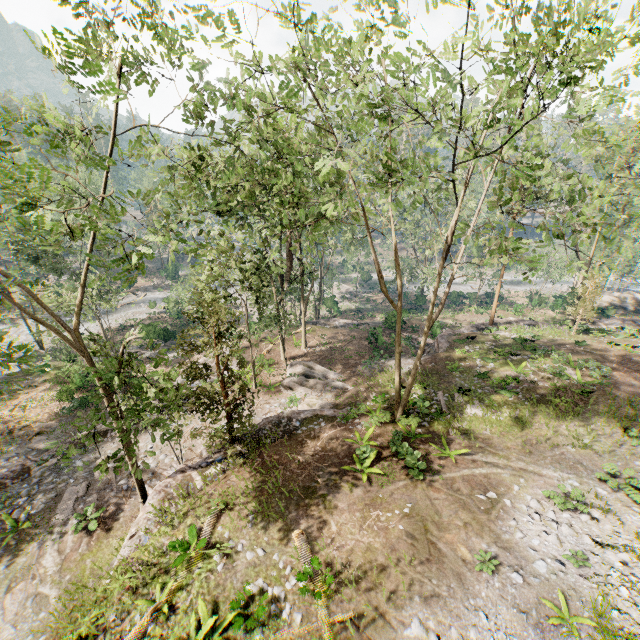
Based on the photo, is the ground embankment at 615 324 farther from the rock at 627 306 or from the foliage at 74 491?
the foliage at 74 491

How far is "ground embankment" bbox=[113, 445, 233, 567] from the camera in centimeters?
1248cm

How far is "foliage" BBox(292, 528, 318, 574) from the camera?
10.3 meters

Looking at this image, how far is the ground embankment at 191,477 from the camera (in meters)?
12.48

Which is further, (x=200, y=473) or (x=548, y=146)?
(x=548, y=146)

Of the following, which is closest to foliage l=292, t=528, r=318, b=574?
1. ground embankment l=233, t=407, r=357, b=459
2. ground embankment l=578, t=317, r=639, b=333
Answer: ground embankment l=233, t=407, r=357, b=459

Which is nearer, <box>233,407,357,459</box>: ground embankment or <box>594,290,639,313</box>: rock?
<box>233,407,357,459</box>: ground embankment
